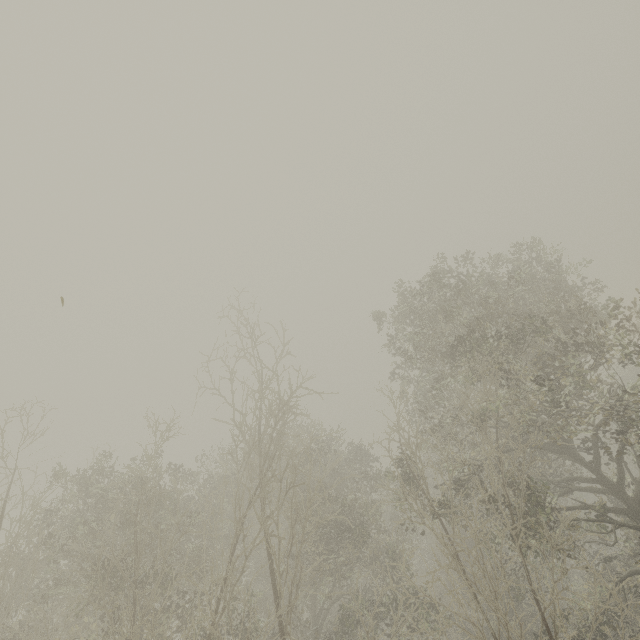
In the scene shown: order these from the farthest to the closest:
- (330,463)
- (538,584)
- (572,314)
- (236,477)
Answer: (330,463), (236,477), (538,584), (572,314)
